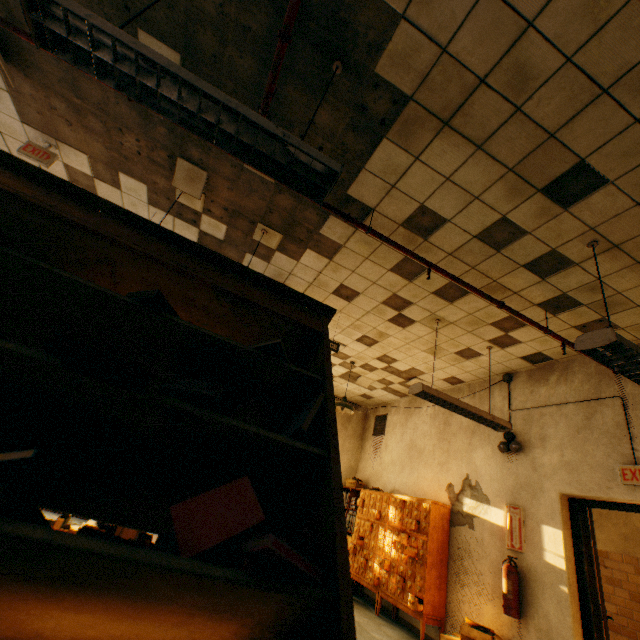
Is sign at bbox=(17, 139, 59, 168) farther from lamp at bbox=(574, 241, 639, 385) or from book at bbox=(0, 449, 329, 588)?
lamp at bbox=(574, 241, 639, 385)

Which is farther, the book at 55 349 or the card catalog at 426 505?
the card catalog at 426 505

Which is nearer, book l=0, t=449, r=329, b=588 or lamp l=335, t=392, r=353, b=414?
book l=0, t=449, r=329, b=588

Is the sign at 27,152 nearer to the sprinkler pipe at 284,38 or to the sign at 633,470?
the sprinkler pipe at 284,38

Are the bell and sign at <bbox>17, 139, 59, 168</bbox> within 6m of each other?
no

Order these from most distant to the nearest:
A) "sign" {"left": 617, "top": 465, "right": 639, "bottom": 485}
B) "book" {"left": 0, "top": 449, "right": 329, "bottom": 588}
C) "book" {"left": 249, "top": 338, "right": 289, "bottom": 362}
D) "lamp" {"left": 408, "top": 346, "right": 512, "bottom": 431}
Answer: "lamp" {"left": 408, "top": 346, "right": 512, "bottom": 431}, "sign" {"left": 617, "top": 465, "right": 639, "bottom": 485}, "book" {"left": 249, "top": 338, "right": 289, "bottom": 362}, "book" {"left": 0, "top": 449, "right": 329, "bottom": 588}

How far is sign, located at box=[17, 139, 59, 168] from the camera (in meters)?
3.47

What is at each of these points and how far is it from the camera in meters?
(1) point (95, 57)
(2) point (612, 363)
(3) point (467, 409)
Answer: (1) lamp, 1.5
(2) lamp, 2.5
(3) lamp, 4.1
